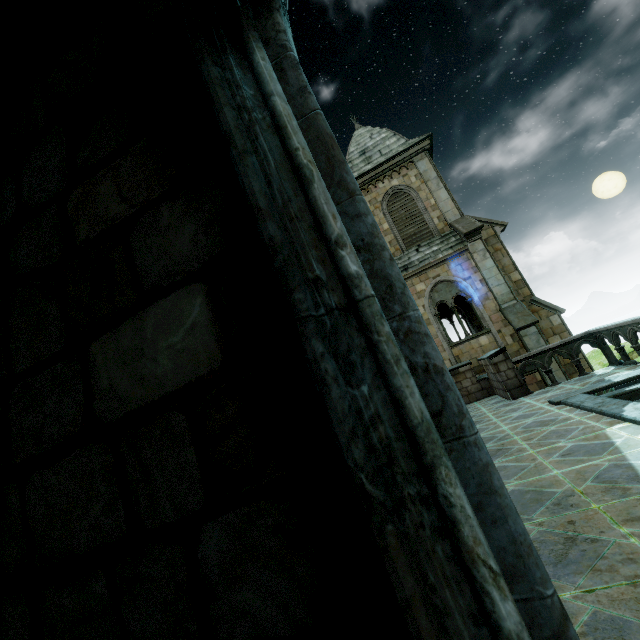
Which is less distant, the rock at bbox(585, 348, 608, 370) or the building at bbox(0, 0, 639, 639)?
the building at bbox(0, 0, 639, 639)

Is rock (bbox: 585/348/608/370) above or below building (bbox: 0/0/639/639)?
below

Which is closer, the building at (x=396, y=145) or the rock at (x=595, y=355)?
the building at (x=396, y=145)

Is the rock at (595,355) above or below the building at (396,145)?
below

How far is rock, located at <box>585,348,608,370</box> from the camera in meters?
17.8 m

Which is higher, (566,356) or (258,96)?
(258,96)
